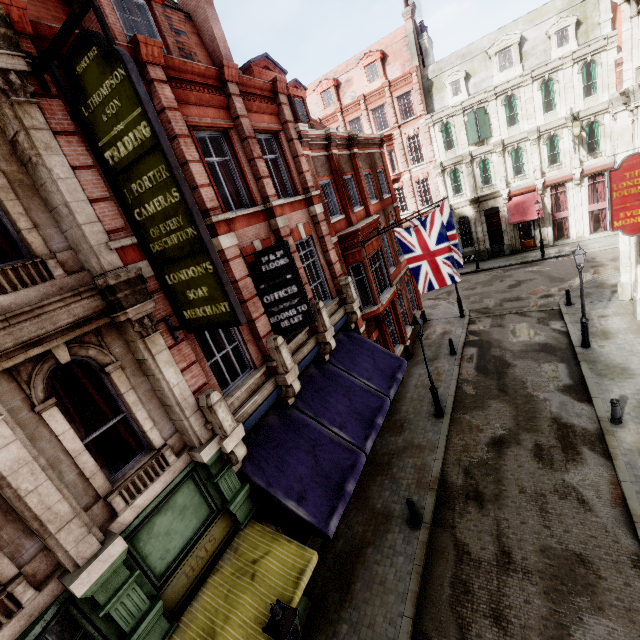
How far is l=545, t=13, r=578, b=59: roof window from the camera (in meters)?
23.41

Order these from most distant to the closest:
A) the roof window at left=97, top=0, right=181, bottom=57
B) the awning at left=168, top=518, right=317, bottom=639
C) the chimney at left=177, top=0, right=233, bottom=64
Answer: the chimney at left=177, top=0, right=233, bottom=64, the roof window at left=97, top=0, right=181, bottom=57, the awning at left=168, top=518, right=317, bottom=639

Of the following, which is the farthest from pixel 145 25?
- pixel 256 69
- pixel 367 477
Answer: pixel 367 477

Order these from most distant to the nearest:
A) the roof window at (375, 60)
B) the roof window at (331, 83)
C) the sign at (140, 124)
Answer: the roof window at (331, 83)
the roof window at (375, 60)
the sign at (140, 124)

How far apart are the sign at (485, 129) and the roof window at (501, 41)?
1.7m

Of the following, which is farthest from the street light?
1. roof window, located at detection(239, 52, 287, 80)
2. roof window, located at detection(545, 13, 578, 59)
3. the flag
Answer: roof window, located at detection(545, 13, 578, 59)

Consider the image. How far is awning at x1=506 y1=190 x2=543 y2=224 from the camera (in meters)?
27.00

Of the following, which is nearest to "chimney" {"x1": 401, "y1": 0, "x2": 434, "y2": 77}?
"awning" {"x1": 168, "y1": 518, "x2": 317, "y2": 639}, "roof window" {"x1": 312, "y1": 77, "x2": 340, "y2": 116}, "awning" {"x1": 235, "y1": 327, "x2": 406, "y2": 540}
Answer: "roof window" {"x1": 312, "y1": 77, "x2": 340, "y2": 116}
